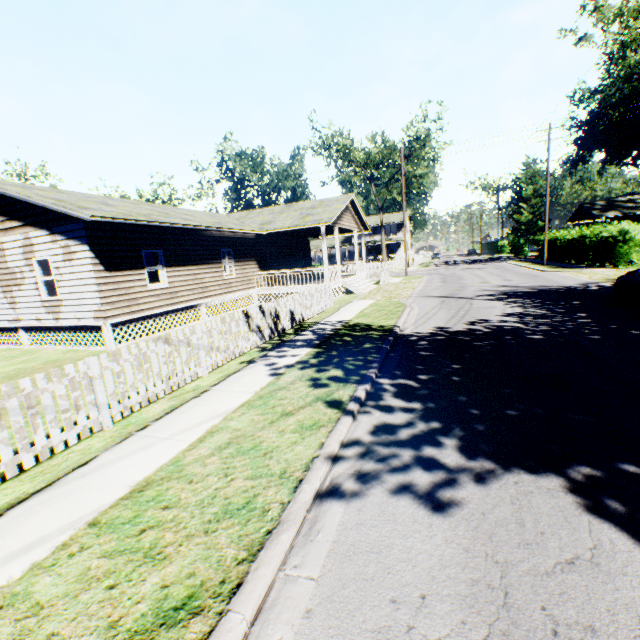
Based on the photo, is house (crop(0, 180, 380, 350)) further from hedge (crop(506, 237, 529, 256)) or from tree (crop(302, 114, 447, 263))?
hedge (crop(506, 237, 529, 256))

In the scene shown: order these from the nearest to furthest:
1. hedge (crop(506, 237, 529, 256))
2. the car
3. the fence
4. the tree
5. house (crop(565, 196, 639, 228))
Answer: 1. the fence
2. the car
3. house (crop(565, 196, 639, 228))
4. the tree
5. hedge (crop(506, 237, 529, 256))

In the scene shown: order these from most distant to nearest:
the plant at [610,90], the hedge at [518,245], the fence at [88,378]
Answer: the hedge at [518,245]
the plant at [610,90]
the fence at [88,378]

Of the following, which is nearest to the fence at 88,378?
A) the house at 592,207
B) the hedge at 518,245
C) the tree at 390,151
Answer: the tree at 390,151

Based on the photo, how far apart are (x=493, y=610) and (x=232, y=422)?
3.9m

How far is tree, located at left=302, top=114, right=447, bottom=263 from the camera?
40.91m

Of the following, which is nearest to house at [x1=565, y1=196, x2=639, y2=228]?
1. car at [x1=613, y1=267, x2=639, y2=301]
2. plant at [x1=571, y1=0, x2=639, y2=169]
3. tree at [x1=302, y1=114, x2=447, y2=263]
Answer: plant at [x1=571, y1=0, x2=639, y2=169]

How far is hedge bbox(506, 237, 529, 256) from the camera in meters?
50.4
